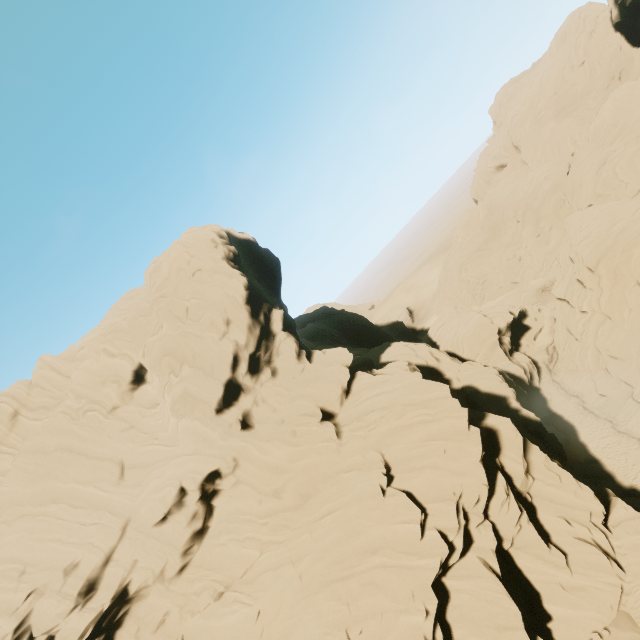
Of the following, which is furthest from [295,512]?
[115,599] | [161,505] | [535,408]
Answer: [535,408]

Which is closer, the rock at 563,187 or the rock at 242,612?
the rock at 242,612

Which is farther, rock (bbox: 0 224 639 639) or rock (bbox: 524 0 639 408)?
rock (bbox: 524 0 639 408)
